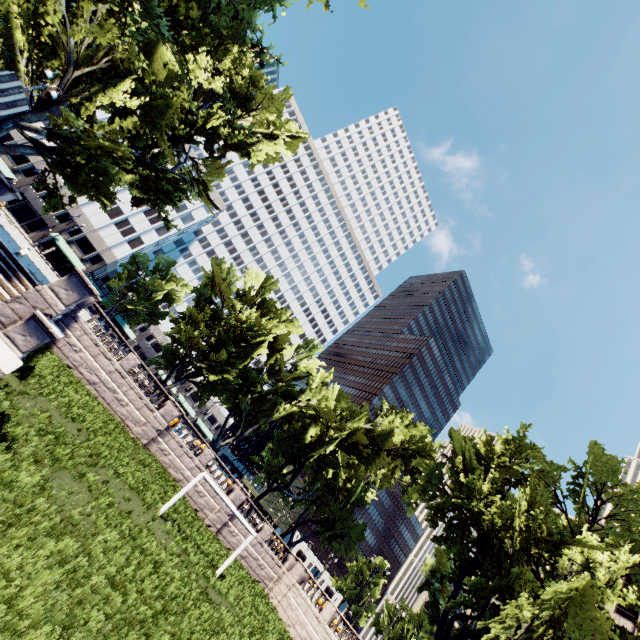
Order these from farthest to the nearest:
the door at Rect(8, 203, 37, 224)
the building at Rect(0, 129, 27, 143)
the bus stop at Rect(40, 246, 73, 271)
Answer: the door at Rect(8, 203, 37, 224), the building at Rect(0, 129, 27, 143), the bus stop at Rect(40, 246, 73, 271)

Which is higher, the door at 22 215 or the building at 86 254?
the building at 86 254

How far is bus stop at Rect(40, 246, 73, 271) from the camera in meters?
48.1 m

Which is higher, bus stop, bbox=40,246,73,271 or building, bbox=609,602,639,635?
building, bbox=609,602,639,635

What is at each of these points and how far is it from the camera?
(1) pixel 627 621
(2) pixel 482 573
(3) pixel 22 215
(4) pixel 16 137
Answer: (1) building, 47.9m
(2) tree, 25.5m
(3) door, 52.2m
(4) building, 51.1m

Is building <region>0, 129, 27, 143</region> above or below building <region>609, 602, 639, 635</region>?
below

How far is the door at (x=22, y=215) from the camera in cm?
5166

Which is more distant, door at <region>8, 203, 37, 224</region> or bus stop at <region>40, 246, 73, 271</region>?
door at <region>8, 203, 37, 224</region>
